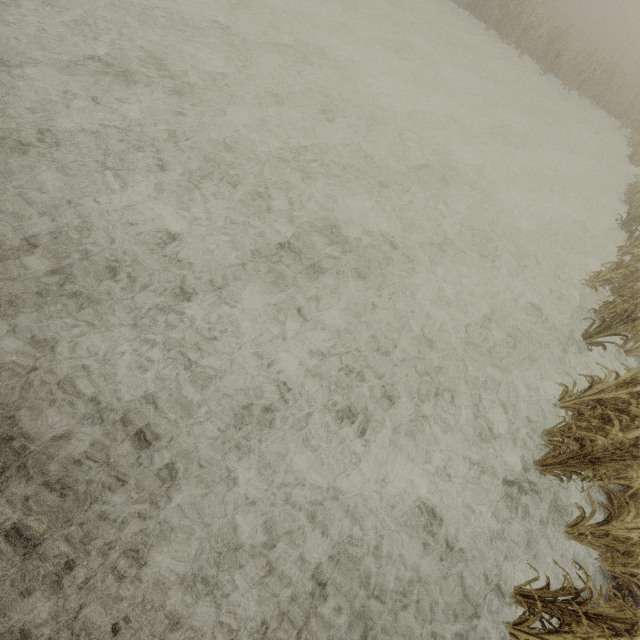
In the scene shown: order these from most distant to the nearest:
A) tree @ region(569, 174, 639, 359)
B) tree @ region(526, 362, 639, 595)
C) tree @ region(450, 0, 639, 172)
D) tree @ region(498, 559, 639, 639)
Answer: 1. tree @ region(450, 0, 639, 172)
2. tree @ region(569, 174, 639, 359)
3. tree @ region(526, 362, 639, 595)
4. tree @ region(498, 559, 639, 639)

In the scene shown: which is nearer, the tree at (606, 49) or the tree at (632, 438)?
the tree at (632, 438)

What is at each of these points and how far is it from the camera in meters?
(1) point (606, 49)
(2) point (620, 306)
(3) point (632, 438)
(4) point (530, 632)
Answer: (1) tree, 27.1 m
(2) tree, 6.2 m
(3) tree, 4.6 m
(4) tree, 3.5 m

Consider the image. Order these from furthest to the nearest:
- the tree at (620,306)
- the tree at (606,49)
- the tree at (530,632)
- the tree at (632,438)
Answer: the tree at (606,49) < the tree at (620,306) < the tree at (632,438) < the tree at (530,632)

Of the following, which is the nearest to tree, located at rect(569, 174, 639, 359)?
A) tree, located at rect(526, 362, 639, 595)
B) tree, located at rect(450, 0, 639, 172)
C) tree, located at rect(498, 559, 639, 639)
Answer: tree, located at rect(526, 362, 639, 595)

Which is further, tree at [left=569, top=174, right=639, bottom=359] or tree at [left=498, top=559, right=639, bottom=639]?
tree at [left=569, top=174, right=639, bottom=359]

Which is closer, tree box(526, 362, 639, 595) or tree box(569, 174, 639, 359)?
tree box(526, 362, 639, 595)

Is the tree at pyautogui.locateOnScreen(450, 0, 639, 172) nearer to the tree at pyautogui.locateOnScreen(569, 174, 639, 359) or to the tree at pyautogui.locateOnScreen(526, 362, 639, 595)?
the tree at pyautogui.locateOnScreen(569, 174, 639, 359)
